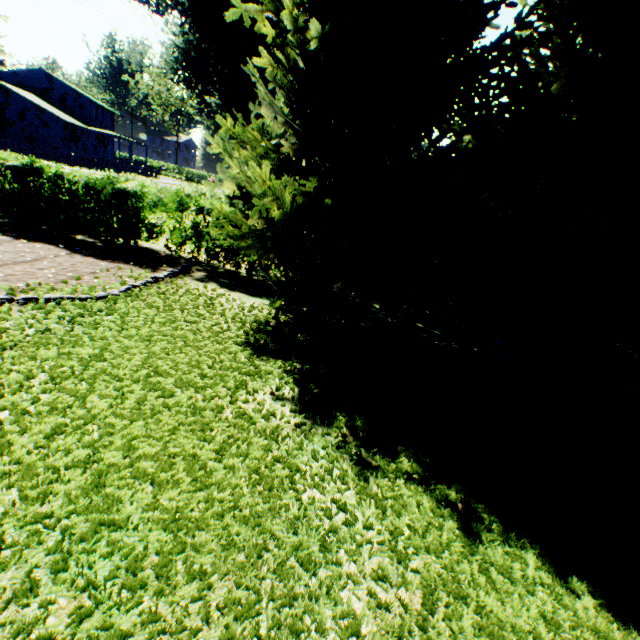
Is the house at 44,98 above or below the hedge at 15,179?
above

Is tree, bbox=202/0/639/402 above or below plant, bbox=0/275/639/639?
above

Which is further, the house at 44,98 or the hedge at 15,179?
the house at 44,98

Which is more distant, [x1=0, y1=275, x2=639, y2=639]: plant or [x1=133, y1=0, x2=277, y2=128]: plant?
[x1=133, y1=0, x2=277, y2=128]: plant

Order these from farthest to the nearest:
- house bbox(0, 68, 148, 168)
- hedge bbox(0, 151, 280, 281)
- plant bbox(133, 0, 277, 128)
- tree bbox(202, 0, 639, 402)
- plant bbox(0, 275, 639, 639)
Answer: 1. house bbox(0, 68, 148, 168)
2. plant bbox(133, 0, 277, 128)
3. hedge bbox(0, 151, 280, 281)
4. tree bbox(202, 0, 639, 402)
5. plant bbox(0, 275, 639, 639)

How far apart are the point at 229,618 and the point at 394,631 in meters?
1.1

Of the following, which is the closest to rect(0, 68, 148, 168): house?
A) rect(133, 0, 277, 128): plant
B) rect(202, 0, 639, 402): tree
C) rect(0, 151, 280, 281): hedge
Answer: rect(133, 0, 277, 128): plant

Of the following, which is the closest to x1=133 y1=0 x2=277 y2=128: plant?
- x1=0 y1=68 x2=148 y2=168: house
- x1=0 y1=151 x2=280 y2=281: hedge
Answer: x1=0 y1=68 x2=148 y2=168: house
